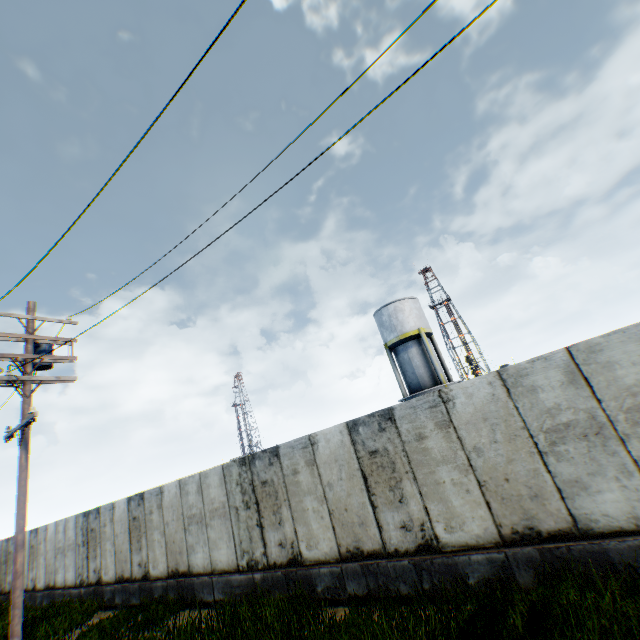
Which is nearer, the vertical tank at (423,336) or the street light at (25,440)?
the street light at (25,440)

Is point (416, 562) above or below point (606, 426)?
below

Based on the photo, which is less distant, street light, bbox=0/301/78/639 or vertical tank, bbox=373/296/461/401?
street light, bbox=0/301/78/639

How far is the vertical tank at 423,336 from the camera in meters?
24.5 m

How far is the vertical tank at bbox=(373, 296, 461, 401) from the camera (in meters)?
24.55
